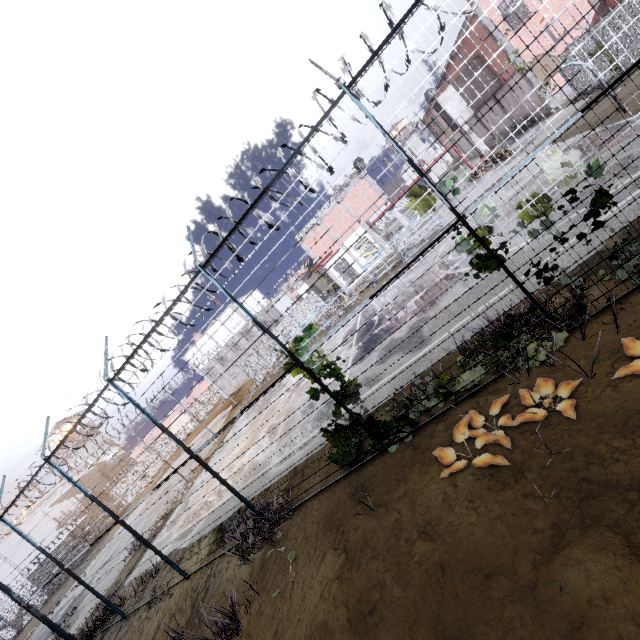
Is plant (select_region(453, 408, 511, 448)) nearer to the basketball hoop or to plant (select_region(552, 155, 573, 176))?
plant (select_region(552, 155, 573, 176))

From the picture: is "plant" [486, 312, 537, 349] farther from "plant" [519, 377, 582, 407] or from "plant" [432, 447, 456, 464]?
"plant" [432, 447, 456, 464]

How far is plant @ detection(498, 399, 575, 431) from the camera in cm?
419

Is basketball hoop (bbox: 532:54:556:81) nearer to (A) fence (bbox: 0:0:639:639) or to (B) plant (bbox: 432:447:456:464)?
(A) fence (bbox: 0:0:639:639)

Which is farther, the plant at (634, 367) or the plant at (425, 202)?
the plant at (425, 202)

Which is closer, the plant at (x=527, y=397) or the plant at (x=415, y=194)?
the plant at (x=527, y=397)

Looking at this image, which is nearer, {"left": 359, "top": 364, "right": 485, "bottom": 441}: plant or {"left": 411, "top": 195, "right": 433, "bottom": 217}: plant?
{"left": 411, "top": 195, "right": 433, "bottom": 217}: plant

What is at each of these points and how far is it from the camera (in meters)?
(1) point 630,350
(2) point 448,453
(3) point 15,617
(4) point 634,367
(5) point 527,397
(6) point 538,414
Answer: (1) plant, 4.20
(2) plant, 5.25
(3) fence, 27.47
(4) plant, 3.95
(5) plant, 4.90
(6) plant, 4.51
